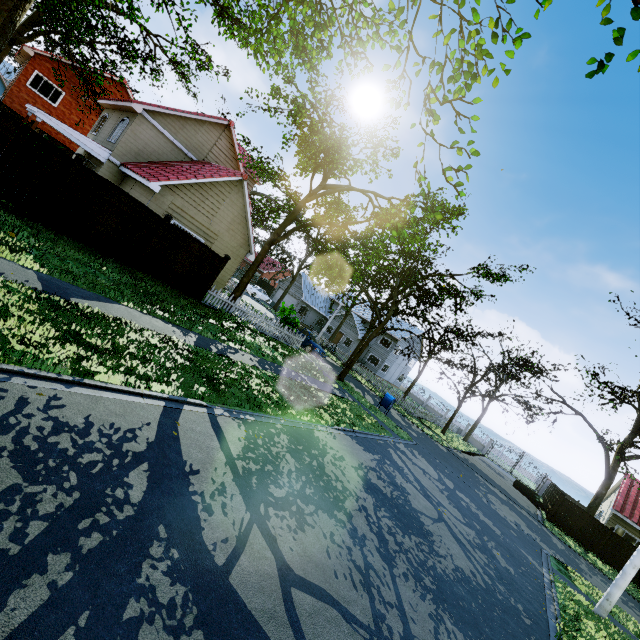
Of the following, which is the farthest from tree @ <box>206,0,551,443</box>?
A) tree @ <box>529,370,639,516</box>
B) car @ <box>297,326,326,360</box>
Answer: car @ <box>297,326,326,360</box>

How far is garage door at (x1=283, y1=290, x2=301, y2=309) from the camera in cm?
4592

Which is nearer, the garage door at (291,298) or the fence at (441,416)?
the fence at (441,416)

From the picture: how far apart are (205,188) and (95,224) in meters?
6.8

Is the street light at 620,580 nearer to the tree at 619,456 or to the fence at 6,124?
the fence at 6,124

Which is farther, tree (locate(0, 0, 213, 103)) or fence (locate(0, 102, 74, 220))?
fence (locate(0, 102, 74, 220))

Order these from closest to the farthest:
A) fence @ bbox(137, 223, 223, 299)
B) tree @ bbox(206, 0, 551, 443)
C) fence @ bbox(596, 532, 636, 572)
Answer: tree @ bbox(206, 0, 551, 443) < fence @ bbox(137, 223, 223, 299) < fence @ bbox(596, 532, 636, 572)

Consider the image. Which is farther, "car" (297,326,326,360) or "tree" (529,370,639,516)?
"car" (297,326,326,360)
